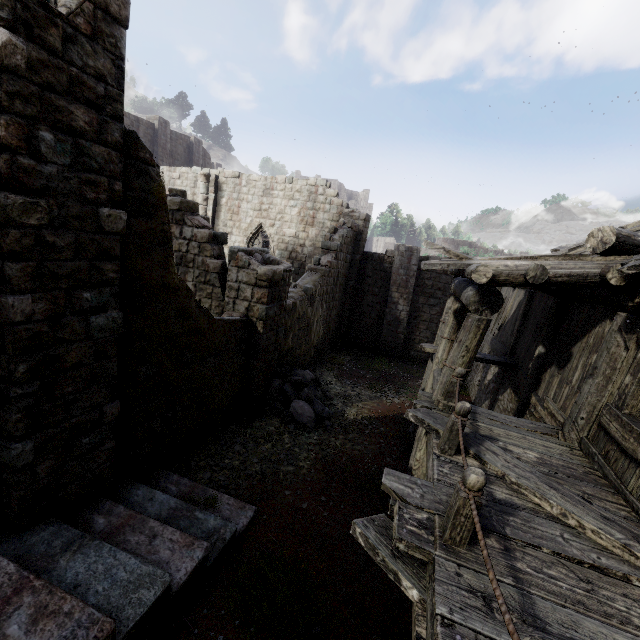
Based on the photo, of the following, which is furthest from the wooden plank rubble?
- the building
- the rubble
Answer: the rubble

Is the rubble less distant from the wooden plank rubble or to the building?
the building

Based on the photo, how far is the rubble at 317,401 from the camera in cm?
956

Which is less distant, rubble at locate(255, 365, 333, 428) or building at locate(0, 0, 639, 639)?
building at locate(0, 0, 639, 639)

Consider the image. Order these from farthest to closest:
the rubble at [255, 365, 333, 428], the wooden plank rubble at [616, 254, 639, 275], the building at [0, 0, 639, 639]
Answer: the rubble at [255, 365, 333, 428], the wooden plank rubble at [616, 254, 639, 275], the building at [0, 0, 639, 639]

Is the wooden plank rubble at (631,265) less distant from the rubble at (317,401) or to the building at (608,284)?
the building at (608,284)

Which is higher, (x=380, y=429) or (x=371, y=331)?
(x=371, y=331)
